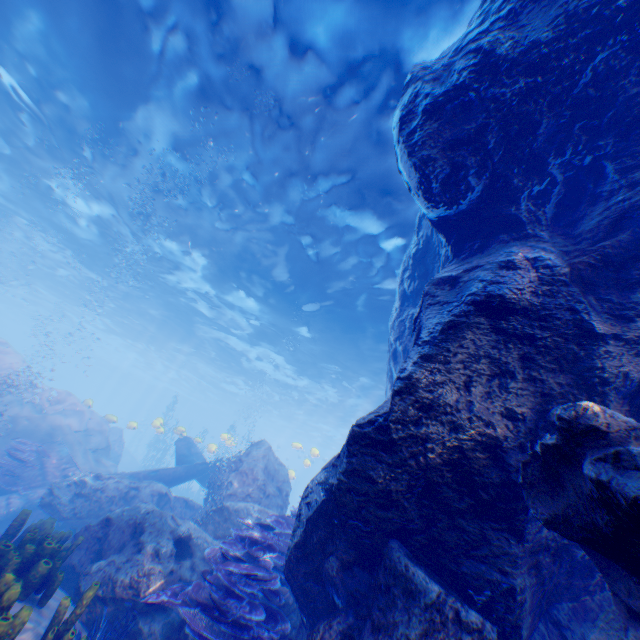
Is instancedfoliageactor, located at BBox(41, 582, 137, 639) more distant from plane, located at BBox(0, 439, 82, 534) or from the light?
the light

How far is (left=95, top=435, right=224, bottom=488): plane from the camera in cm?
1295

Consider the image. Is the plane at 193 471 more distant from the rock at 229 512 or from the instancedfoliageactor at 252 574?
the instancedfoliageactor at 252 574

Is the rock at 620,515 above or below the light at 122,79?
below

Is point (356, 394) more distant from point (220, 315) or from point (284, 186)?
point (284, 186)

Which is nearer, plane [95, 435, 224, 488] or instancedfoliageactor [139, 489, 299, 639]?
instancedfoliageactor [139, 489, 299, 639]

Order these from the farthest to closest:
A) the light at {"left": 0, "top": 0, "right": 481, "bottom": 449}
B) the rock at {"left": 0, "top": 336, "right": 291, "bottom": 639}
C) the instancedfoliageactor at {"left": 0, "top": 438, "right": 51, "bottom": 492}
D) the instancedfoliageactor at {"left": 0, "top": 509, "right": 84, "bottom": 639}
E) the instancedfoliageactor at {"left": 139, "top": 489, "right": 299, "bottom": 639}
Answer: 1. the instancedfoliageactor at {"left": 0, "top": 438, "right": 51, "bottom": 492}
2. the light at {"left": 0, "top": 0, "right": 481, "bottom": 449}
3. the rock at {"left": 0, "top": 336, "right": 291, "bottom": 639}
4. the instancedfoliageactor at {"left": 139, "top": 489, "right": 299, "bottom": 639}
5. the instancedfoliageactor at {"left": 0, "top": 509, "right": 84, "bottom": 639}

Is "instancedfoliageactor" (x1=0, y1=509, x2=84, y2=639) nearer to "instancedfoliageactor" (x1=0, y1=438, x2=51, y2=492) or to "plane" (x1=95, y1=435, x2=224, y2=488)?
"instancedfoliageactor" (x1=0, y1=438, x2=51, y2=492)
